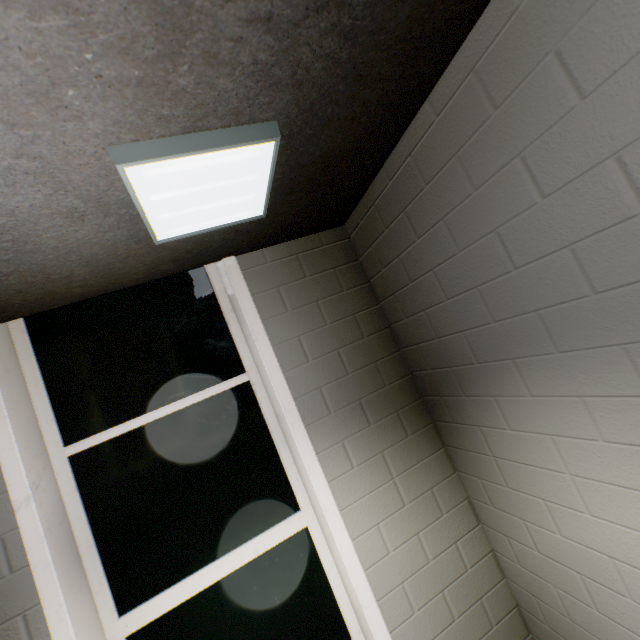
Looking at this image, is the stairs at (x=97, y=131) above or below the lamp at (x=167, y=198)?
above

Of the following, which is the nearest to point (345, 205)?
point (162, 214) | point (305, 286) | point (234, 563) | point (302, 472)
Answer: point (305, 286)

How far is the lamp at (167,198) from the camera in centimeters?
94cm

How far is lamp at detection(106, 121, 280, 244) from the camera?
0.9m

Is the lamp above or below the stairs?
below
